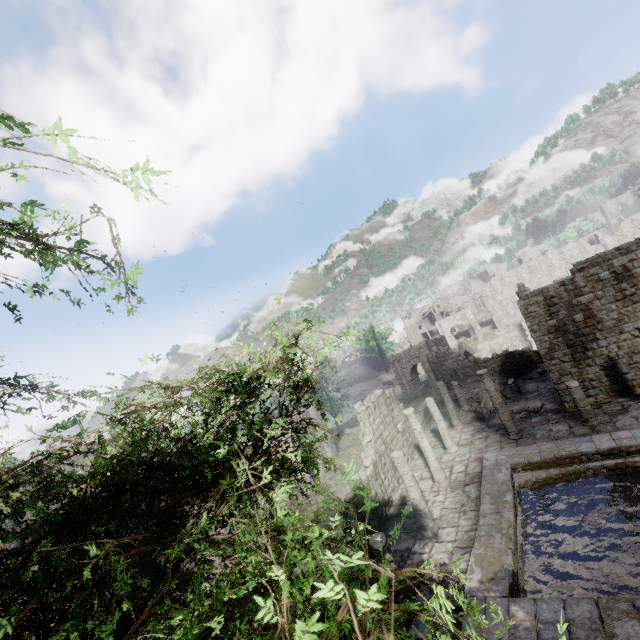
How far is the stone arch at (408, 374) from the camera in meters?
41.9 m

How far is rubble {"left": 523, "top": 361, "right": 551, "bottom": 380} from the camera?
23.98m

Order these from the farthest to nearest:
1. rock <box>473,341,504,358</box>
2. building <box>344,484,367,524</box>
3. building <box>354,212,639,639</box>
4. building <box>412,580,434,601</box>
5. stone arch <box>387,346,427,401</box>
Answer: rock <box>473,341,504,358</box>, stone arch <box>387,346,427,401</box>, building <box>344,484,367,524</box>, building <box>412,580,434,601</box>, building <box>354,212,639,639</box>

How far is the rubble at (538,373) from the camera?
24.0m

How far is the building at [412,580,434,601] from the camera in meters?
10.3

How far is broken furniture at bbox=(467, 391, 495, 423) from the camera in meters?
21.7 m

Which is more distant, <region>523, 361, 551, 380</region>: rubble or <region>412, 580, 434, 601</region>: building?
<region>523, 361, 551, 380</region>: rubble

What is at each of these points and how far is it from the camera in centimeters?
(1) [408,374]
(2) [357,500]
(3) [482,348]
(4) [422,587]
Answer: (1) stone arch, 4238cm
(2) building, 1420cm
(3) rock, 5888cm
(4) building, 1072cm
